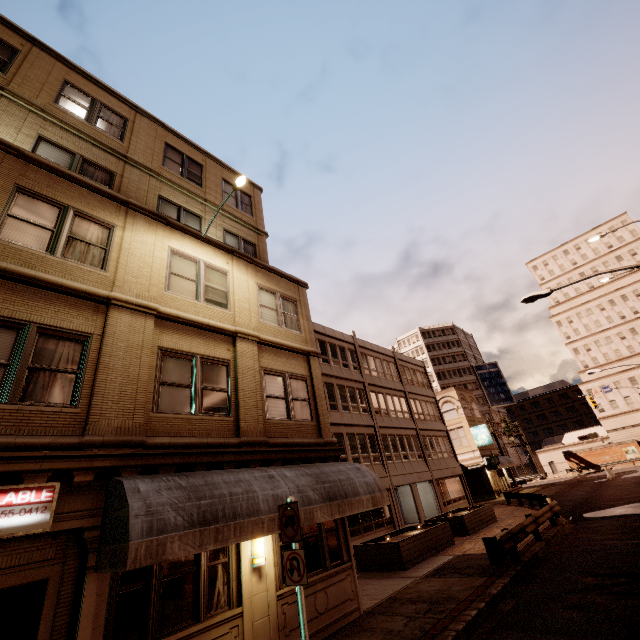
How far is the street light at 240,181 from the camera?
10.2 meters

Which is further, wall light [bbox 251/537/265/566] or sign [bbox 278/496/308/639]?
wall light [bbox 251/537/265/566]

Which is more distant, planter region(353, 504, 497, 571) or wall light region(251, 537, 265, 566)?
planter region(353, 504, 497, 571)

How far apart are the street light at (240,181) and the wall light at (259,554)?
9.1 meters

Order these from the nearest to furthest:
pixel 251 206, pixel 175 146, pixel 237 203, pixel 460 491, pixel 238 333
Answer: pixel 238 333 < pixel 175 146 < pixel 237 203 < pixel 251 206 < pixel 460 491

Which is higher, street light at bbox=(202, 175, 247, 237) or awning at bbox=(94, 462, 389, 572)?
street light at bbox=(202, 175, 247, 237)

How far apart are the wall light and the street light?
9.13m

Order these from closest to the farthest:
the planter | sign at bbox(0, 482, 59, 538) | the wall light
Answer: sign at bbox(0, 482, 59, 538)
the wall light
the planter
